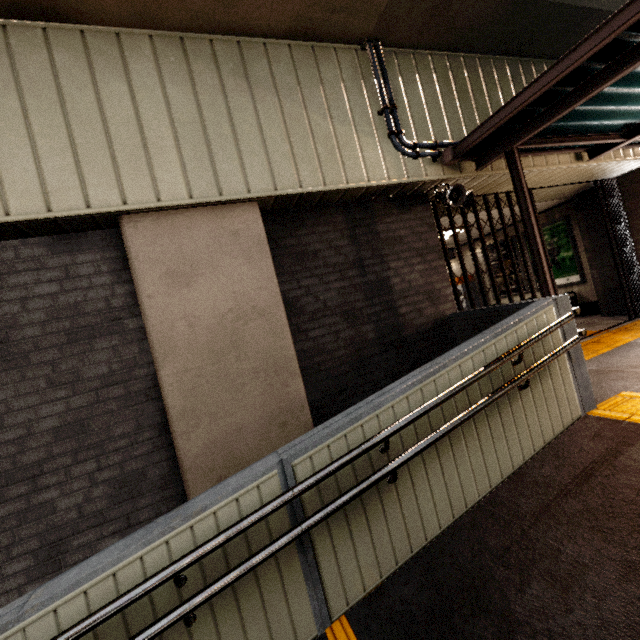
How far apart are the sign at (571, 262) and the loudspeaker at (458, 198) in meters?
5.4 m

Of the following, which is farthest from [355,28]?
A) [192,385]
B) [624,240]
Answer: [624,240]

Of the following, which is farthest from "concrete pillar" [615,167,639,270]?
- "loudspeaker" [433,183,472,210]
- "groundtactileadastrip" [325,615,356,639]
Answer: "groundtactileadastrip" [325,615,356,639]

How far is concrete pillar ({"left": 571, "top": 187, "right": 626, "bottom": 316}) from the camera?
7.3 meters

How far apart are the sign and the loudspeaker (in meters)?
5.37

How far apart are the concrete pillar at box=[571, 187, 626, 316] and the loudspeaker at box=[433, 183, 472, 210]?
4.7m

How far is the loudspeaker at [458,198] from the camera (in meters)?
4.28

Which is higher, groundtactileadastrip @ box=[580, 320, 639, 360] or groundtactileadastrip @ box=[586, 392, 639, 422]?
groundtactileadastrip @ box=[580, 320, 639, 360]
